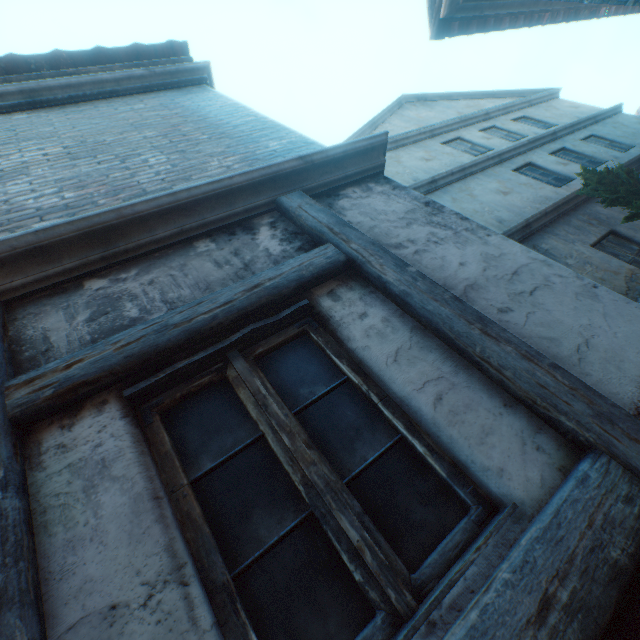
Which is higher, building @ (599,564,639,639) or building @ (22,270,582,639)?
building @ (22,270,582,639)

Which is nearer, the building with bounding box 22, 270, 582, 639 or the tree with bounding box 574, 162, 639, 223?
the building with bounding box 22, 270, 582, 639

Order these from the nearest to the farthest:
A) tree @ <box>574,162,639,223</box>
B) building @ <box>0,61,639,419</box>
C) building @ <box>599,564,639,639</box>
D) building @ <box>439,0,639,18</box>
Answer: building @ <box>599,564,639,639</box> < building @ <box>0,61,639,419</box> < building @ <box>439,0,639,18</box> < tree @ <box>574,162,639,223</box>

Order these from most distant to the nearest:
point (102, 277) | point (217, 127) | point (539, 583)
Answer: point (217, 127) → point (102, 277) → point (539, 583)

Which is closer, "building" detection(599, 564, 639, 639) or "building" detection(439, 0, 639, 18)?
"building" detection(599, 564, 639, 639)

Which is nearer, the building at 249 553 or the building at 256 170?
the building at 249 553

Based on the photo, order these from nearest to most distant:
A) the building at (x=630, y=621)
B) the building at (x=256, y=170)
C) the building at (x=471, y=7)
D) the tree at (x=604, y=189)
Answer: the building at (x=630, y=621), the building at (x=256, y=170), the building at (x=471, y=7), the tree at (x=604, y=189)
